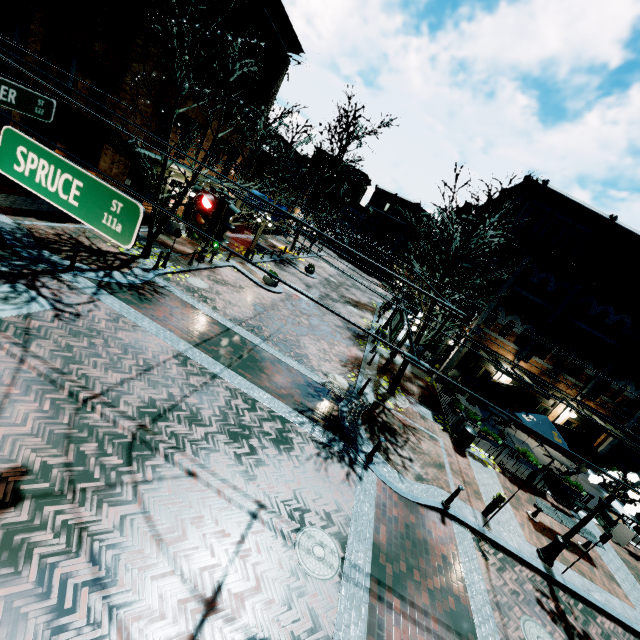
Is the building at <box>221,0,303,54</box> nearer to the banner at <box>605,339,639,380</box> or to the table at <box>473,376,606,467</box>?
the banner at <box>605,339,639,380</box>

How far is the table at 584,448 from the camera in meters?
14.2

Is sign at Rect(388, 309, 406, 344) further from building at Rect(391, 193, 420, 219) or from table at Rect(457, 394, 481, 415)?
building at Rect(391, 193, 420, 219)

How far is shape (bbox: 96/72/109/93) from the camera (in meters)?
21.97

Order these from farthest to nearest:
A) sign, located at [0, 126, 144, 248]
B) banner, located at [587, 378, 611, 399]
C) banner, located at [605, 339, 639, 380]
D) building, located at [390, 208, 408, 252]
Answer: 1. building, located at [390, 208, 408, 252]
2. banner, located at [587, 378, 611, 399]
3. banner, located at [605, 339, 639, 380]
4. sign, located at [0, 126, 144, 248]

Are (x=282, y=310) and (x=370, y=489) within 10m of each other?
no

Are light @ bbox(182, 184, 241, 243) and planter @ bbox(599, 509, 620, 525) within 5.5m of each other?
no

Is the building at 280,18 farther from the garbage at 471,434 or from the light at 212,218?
the light at 212,218
